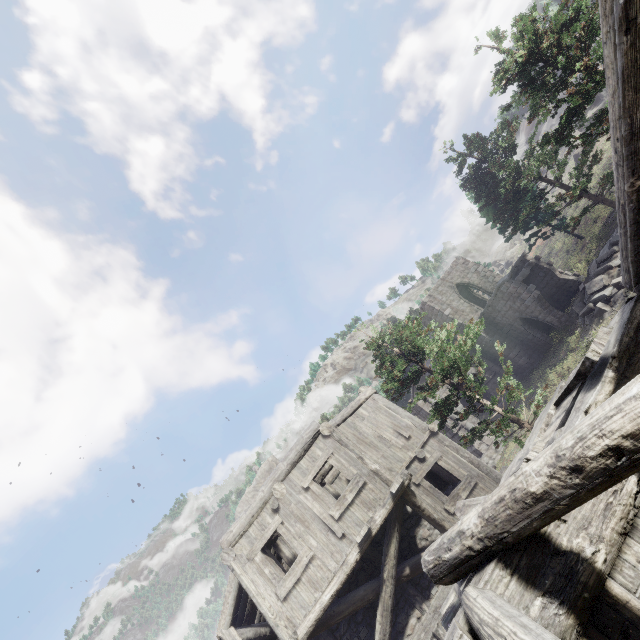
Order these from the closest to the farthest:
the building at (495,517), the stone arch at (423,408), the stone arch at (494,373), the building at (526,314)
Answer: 1. the building at (495,517)
2. the building at (526,314)
3. the stone arch at (423,408)
4. the stone arch at (494,373)

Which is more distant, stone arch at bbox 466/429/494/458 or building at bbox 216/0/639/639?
stone arch at bbox 466/429/494/458

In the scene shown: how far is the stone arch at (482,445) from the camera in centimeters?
→ 2367cm

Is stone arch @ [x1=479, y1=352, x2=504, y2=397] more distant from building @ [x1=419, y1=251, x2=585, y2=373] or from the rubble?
the rubble

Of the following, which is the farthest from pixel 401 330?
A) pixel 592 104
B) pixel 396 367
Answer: pixel 592 104

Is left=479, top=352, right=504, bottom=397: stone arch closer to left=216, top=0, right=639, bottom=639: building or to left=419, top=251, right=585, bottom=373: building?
left=419, top=251, right=585, bottom=373: building

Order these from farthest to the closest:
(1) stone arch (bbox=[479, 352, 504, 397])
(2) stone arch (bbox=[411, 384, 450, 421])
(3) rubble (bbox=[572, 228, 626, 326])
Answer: (1) stone arch (bbox=[479, 352, 504, 397]) < (2) stone arch (bbox=[411, 384, 450, 421]) < (3) rubble (bbox=[572, 228, 626, 326])
